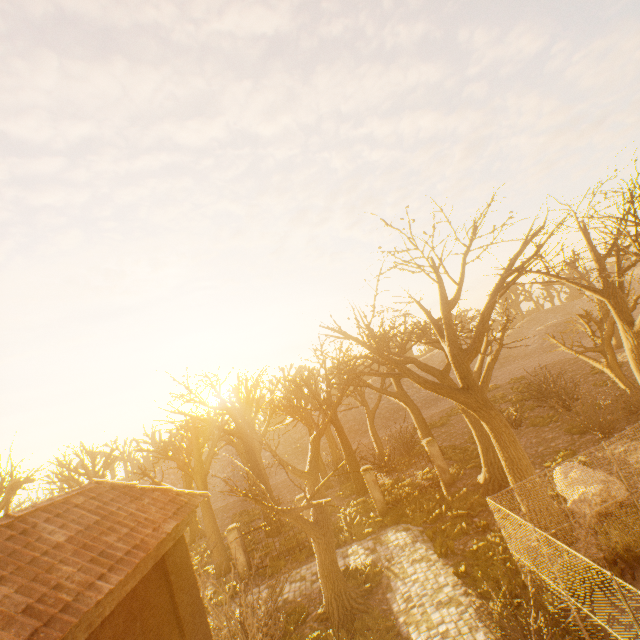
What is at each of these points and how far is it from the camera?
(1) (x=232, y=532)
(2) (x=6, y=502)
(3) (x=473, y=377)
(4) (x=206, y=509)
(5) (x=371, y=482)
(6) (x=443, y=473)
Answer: (1) fence column, 17.20m
(2) tree, 17.03m
(3) tree, 11.80m
(4) tree, 18.95m
(5) fence column, 17.91m
(6) fence column, 18.08m

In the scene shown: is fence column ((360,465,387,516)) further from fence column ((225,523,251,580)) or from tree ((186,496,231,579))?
fence column ((225,523,251,580))

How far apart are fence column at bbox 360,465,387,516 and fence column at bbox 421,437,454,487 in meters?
3.3 m

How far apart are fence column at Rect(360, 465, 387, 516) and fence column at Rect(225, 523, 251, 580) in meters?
7.3

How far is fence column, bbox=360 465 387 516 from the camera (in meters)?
17.62

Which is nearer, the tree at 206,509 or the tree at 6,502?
the tree at 6,502

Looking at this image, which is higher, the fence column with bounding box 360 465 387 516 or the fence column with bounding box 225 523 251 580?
the fence column with bounding box 225 523 251 580

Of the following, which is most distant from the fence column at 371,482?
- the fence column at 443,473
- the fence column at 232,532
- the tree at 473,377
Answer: the fence column at 232,532
